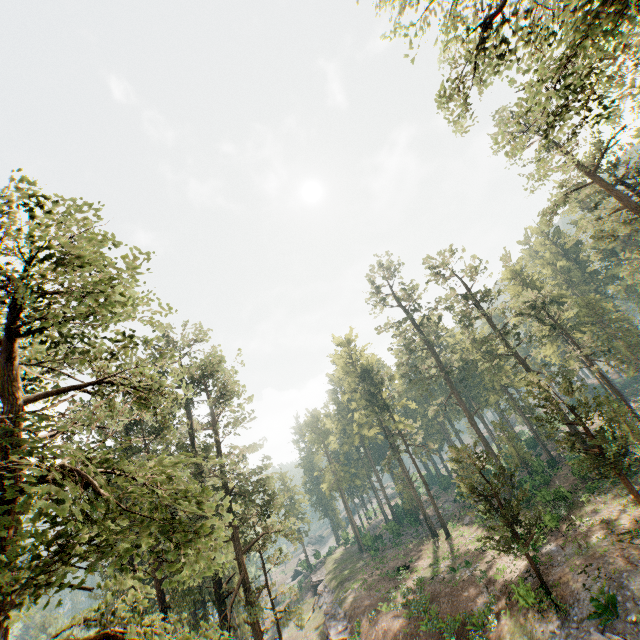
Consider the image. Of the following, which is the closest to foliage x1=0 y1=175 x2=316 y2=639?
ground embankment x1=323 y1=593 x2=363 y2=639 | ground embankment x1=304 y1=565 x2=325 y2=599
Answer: ground embankment x1=323 y1=593 x2=363 y2=639

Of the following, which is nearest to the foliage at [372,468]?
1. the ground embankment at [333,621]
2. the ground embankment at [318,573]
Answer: the ground embankment at [333,621]

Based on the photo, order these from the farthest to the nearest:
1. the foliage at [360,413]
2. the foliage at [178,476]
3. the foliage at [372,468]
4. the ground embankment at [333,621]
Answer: the foliage at [372,468], the ground embankment at [333,621], the foliage at [360,413], the foliage at [178,476]

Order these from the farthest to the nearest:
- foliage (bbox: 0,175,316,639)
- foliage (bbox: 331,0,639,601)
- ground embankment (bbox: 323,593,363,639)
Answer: ground embankment (bbox: 323,593,363,639), foliage (bbox: 331,0,639,601), foliage (bbox: 0,175,316,639)

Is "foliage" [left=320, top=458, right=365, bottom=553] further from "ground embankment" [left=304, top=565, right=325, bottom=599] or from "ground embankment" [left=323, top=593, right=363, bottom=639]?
"ground embankment" [left=304, top=565, right=325, bottom=599]

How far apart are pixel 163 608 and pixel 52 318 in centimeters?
2411cm
